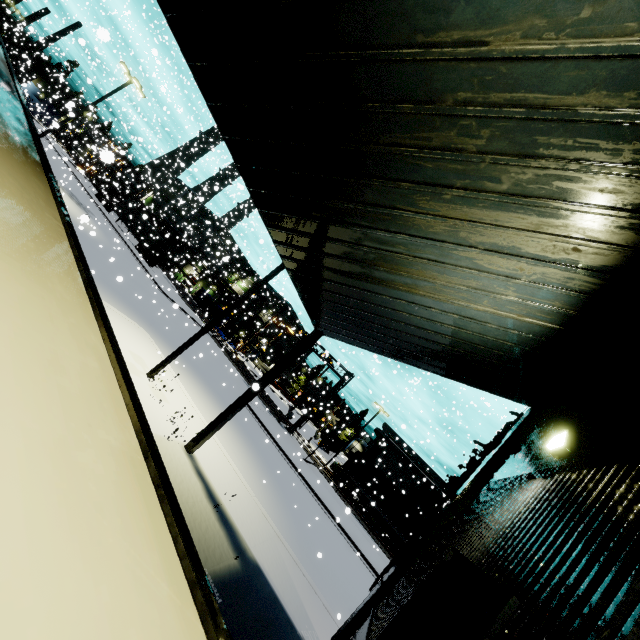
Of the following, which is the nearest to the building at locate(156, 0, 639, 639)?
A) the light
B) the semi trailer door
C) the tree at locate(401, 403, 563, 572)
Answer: the tree at locate(401, 403, 563, 572)

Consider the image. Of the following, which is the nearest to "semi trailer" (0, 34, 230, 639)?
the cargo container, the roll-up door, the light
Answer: the cargo container

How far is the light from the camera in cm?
369

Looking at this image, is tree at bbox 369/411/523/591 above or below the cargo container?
above

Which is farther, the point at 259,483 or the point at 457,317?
the point at 259,483

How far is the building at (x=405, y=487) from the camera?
46.69m

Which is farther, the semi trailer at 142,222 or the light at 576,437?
the semi trailer at 142,222

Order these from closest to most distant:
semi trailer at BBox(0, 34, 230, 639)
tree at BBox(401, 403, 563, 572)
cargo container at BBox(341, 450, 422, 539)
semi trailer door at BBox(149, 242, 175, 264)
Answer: semi trailer at BBox(0, 34, 230, 639) → tree at BBox(401, 403, 563, 572) → cargo container at BBox(341, 450, 422, 539) → semi trailer door at BBox(149, 242, 175, 264)
